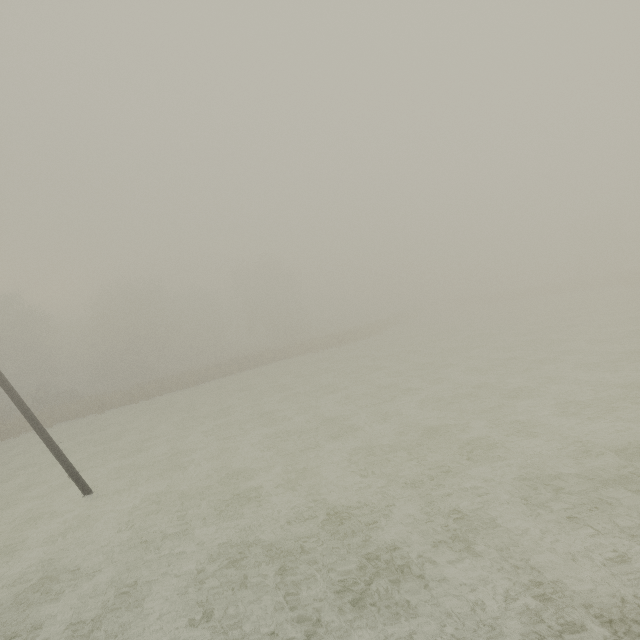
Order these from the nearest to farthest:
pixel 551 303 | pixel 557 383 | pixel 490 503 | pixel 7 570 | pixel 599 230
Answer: pixel 490 503, pixel 7 570, pixel 557 383, pixel 551 303, pixel 599 230
